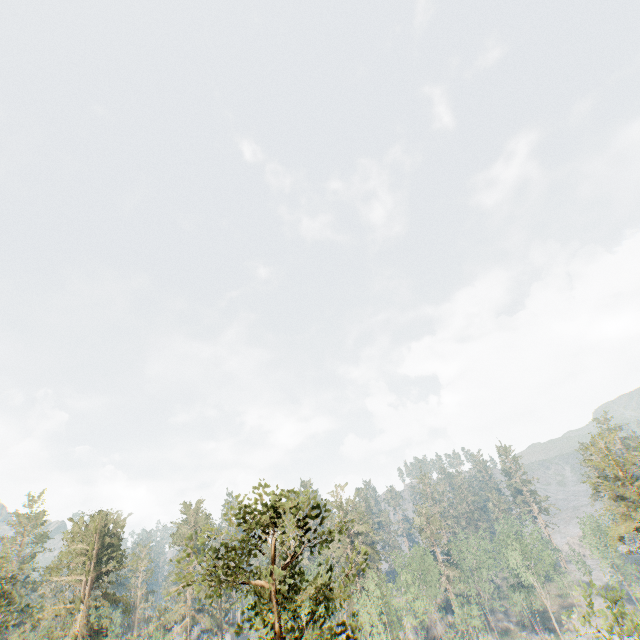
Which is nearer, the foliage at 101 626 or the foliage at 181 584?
the foliage at 181 584

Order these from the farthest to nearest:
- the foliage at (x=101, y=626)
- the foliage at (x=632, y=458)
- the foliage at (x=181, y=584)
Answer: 1. the foliage at (x=632, y=458)
2. the foliage at (x=101, y=626)
3. the foliage at (x=181, y=584)

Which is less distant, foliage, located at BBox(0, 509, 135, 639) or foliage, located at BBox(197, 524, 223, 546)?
foliage, located at BBox(197, 524, 223, 546)

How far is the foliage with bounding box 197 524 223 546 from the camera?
11.78m

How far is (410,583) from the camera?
50.3m
